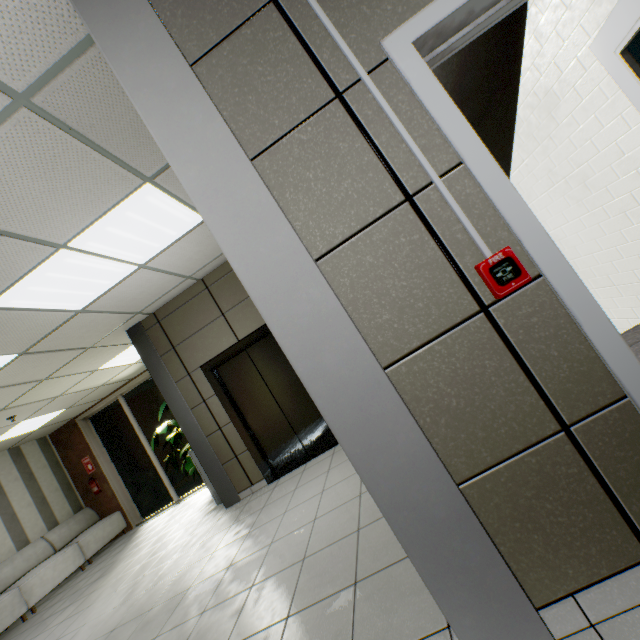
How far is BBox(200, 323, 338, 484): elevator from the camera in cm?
490

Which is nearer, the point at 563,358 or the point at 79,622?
the point at 563,358

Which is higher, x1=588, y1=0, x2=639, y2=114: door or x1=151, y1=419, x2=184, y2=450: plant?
x1=588, y1=0, x2=639, y2=114: door

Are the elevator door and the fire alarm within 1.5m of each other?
no

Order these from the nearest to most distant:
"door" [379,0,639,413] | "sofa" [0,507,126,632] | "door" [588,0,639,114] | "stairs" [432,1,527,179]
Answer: "door" [379,0,639,413] → "door" [588,0,639,114] → "stairs" [432,1,527,179] → "sofa" [0,507,126,632]

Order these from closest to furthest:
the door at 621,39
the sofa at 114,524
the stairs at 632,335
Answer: the door at 621,39
the stairs at 632,335
the sofa at 114,524

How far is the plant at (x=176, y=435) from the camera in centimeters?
680cm

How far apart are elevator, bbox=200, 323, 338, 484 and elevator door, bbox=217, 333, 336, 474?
0.00m
